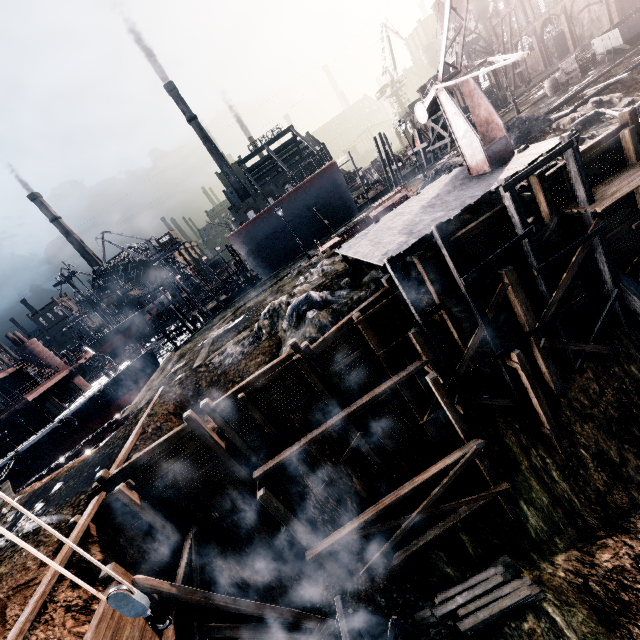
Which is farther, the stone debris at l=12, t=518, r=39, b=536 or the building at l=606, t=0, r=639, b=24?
the building at l=606, t=0, r=639, b=24

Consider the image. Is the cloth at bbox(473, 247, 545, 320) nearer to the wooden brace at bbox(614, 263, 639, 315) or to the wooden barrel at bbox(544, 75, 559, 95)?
the wooden brace at bbox(614, 263, 639, 315)

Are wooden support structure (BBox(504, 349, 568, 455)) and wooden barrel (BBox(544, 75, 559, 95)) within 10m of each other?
no

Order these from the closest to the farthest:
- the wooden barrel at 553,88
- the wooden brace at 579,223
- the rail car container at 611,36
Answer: the wooden brace at 579,223, the rail car container at 611,36, the wooden barrel at 553,88

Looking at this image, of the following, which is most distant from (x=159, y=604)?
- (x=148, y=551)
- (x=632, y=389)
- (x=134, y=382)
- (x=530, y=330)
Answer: (x=134, y=382)

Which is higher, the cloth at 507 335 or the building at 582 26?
the building at 582 26

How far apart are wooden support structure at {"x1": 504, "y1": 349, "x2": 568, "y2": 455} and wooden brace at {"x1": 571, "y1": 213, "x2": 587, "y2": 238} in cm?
559

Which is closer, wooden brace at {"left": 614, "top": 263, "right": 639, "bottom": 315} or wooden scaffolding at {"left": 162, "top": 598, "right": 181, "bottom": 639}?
wooden scaffolding at {"left": 162, "top": 598, "right": 181, "bottom": 639}
